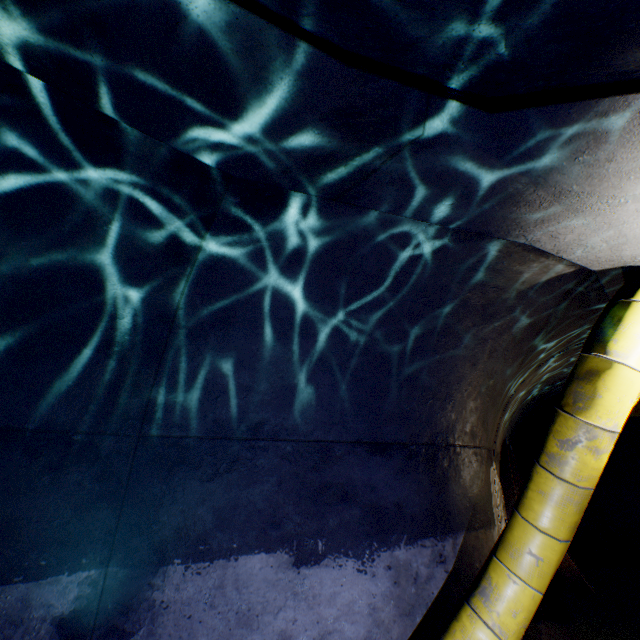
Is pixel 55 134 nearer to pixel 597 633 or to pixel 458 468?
pixel 458 468

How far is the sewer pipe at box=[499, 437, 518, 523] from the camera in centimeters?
561cm

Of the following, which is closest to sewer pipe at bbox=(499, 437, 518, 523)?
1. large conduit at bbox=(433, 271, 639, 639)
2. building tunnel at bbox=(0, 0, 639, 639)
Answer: A: building tunnel at bbox=(0, 0, 639, 639)

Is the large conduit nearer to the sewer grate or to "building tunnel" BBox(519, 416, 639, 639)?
"building tunnel" BBox(519, 416, 639, 639)

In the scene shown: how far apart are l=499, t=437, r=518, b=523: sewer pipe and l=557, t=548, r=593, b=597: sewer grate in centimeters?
1cm

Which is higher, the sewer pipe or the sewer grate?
the sewer pipe

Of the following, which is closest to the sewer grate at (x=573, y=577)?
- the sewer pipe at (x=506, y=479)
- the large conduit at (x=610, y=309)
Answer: the sewer pipe at (x=506, y=479)

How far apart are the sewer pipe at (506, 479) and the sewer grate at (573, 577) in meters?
0.0
